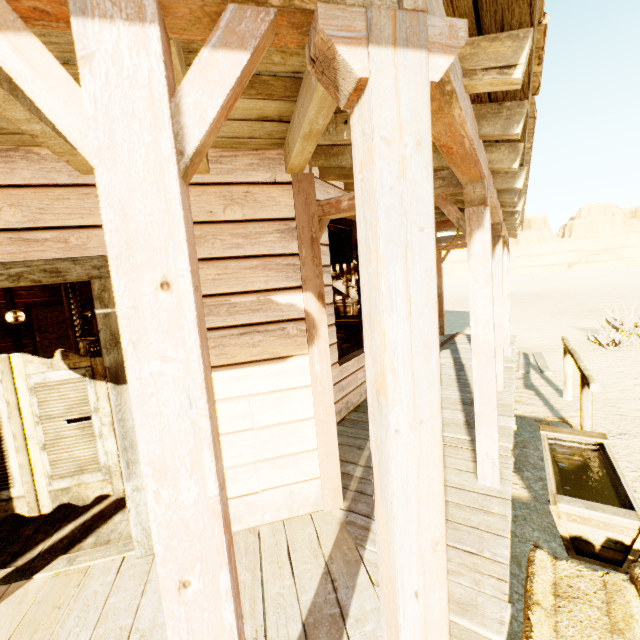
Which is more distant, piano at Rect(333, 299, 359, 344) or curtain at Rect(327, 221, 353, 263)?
piano at Rect(333, 299, 359, 344)

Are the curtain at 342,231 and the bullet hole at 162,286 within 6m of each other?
yes

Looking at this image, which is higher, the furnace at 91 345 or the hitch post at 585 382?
the furnace at 91 345

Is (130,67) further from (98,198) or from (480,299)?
(480,299)

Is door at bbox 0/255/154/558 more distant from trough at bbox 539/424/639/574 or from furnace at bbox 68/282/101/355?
furnace at bbox 68/282/101/355

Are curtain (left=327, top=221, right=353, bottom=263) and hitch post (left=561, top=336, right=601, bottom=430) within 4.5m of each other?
yes

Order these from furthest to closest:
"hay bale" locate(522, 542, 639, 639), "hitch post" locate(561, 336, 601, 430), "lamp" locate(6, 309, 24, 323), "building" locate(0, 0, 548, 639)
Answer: "lamp" locate(6, 309, 24, 323) < "hitch post" locate(561, 336, 601, 430) < "hay bale" locate(522, 542, 639, 639) < "building" locate(0, 0, 548, 639)

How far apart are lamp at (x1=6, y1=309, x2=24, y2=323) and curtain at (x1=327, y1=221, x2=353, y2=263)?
10.19m
